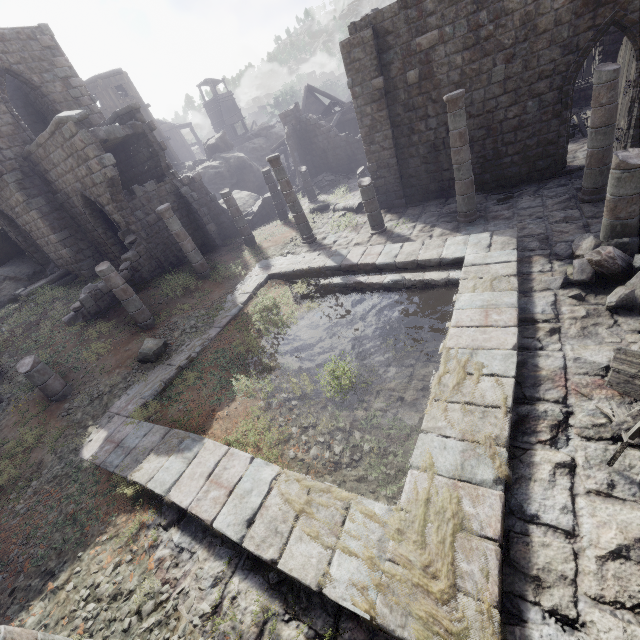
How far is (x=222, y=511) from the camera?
5.2m

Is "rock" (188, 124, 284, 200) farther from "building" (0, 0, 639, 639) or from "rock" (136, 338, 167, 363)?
"rock" (136, 338, 167, 363)

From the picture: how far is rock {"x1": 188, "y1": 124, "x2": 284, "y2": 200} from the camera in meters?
27.7 m

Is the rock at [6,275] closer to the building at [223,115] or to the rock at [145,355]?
the building at [223,115]

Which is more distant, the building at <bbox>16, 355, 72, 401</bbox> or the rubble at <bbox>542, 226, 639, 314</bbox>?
the building at <bbox>16, 355, 72, 401</bbox>

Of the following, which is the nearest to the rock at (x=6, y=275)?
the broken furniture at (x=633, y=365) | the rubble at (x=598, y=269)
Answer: the broken furniture at (x=633, y=365)

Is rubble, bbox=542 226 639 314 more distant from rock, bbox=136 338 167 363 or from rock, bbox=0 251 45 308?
rock, bbox=0 251 45 308

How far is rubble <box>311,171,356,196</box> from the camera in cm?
2284
